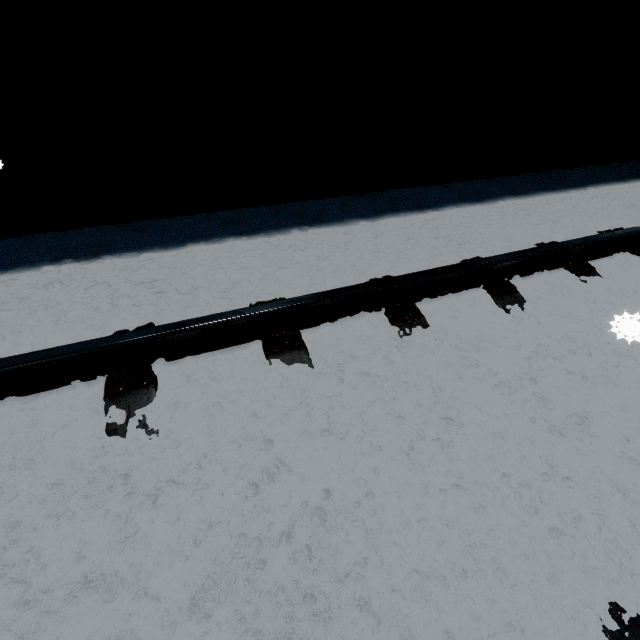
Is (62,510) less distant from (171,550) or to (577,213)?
(171,550)
